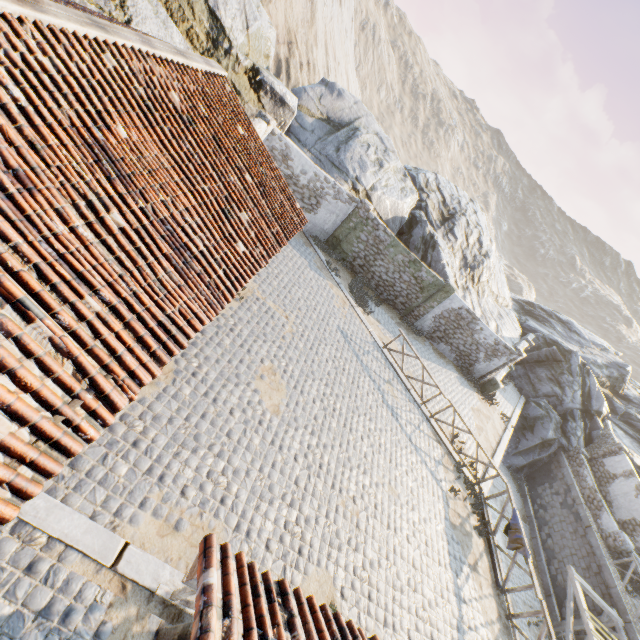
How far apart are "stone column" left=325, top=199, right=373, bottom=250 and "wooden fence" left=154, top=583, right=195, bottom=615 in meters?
15.3

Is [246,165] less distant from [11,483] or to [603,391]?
[11,483]

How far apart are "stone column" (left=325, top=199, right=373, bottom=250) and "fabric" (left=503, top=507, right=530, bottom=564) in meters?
13.5

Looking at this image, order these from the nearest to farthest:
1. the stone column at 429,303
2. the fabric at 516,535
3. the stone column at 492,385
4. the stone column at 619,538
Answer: the fabric at 516,535, the stone column at 619,538, the stone column at 429,303, the stone column at 492,385

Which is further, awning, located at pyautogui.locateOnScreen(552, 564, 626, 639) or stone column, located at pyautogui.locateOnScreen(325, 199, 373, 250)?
stone column, located at pyautogui.locateOnScreen(325, 199, 373, 250)

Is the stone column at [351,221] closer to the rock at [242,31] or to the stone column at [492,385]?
the rock at [242,31]

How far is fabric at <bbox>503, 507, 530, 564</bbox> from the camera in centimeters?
1002cm

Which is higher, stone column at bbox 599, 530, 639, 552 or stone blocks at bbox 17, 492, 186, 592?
stone column at bbox 599, 530, 639, 552
